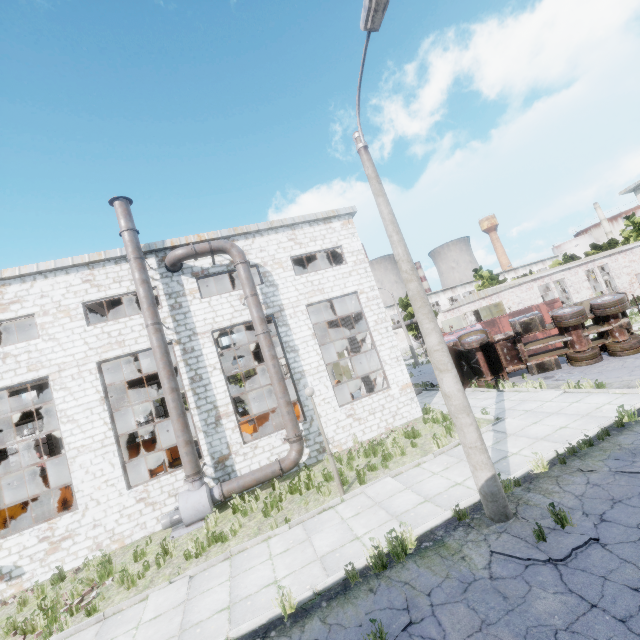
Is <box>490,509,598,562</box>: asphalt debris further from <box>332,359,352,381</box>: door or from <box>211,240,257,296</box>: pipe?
<box>332,359,352,381</box>: door

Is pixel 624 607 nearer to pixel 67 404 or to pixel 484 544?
pixel 484 544

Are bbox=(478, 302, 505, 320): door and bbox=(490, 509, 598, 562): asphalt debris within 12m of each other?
no

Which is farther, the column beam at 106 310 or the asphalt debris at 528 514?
the column beam at 106 310

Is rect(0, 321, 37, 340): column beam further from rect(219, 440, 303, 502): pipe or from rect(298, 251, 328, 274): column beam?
rect(298, 251, 328, 274): column beam

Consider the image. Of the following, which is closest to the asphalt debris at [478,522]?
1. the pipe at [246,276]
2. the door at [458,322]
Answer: the pipe at [246,276]

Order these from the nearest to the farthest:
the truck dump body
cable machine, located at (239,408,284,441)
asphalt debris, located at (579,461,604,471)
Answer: asphalt debris, located at (579,461,604,471) → cable machine, located at (239,408,284,441) → the truck dump body

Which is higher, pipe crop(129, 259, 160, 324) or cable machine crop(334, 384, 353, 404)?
pipe crop(129, 259, 160, 324)
